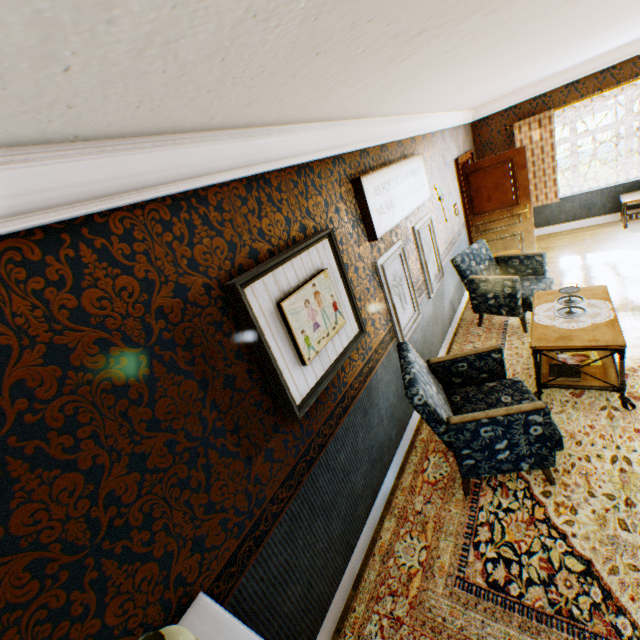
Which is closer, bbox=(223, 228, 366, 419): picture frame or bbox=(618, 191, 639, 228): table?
bbox=(223, 228, 366, 419): picture frame

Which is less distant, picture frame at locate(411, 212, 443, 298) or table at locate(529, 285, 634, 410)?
table at locate(529, 285, 634, 410)

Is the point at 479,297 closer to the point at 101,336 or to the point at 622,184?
the point at 101,336

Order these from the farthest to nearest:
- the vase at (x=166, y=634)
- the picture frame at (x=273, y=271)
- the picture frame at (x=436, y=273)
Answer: the picture frame at (x=436, y=273)
the picture frame at (x=273, y=271)
the vase at (x=166, y=634)

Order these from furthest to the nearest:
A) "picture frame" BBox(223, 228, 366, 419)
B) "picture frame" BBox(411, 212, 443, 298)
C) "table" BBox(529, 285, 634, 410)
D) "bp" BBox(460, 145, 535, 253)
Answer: "bp" BBox(460, 145, 535, 253), "picture frame" BBox(411, 212, 443, 298), "table" BBox(529, 285, 634, 410), "picture frame" BBox(223, 228, 366, 419)

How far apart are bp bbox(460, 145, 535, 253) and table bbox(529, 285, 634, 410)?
3.0 meters

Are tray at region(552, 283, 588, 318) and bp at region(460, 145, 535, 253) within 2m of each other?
no

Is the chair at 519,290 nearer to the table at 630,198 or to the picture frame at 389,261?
the picture frame at 389,261
